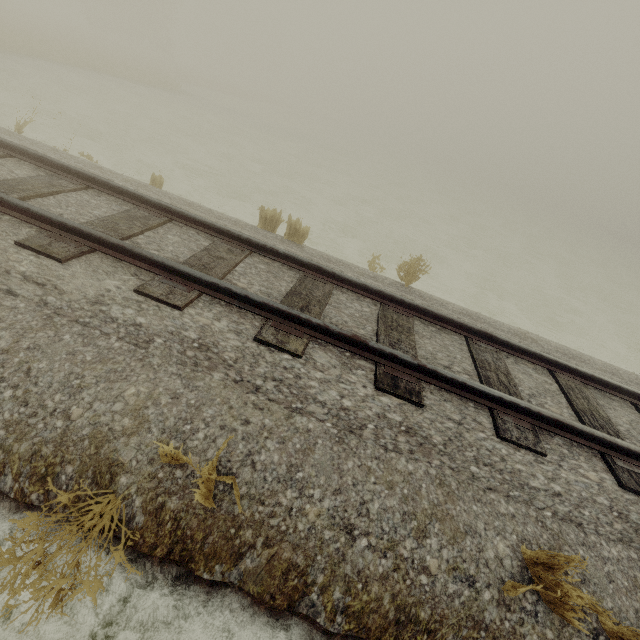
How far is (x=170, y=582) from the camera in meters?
2.4
